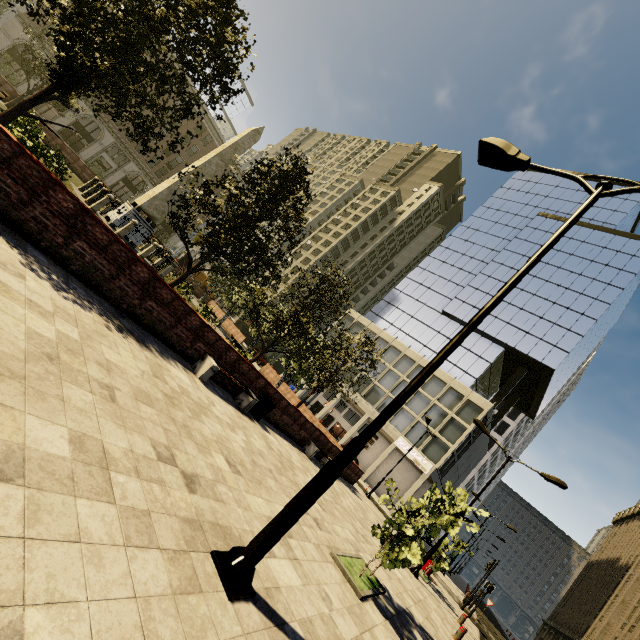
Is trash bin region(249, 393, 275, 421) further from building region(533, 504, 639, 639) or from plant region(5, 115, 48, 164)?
building region(533, 504, 639, 639)

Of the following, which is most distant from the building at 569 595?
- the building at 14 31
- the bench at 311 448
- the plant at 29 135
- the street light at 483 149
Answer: the plant at 29 135

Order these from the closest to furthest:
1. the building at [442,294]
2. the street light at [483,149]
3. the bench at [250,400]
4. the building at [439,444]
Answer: the street light at [483,149]
the bench at [250,400]
the building at [439,444]
the building at [442,294]

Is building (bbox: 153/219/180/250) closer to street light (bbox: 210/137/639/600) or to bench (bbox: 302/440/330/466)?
bench (bbox: 302/440/330/466)

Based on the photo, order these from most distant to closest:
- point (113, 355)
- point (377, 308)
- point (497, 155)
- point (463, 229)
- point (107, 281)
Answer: point (463, 229) → point (377, 308) → point (107, 281) → point (497, 155) → point (113, 355)

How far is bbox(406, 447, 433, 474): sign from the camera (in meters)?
35.75

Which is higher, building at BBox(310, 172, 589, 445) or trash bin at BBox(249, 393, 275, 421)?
building at BBox(310, 172, 589, 445)

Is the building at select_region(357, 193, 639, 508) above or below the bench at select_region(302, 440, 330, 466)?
above
